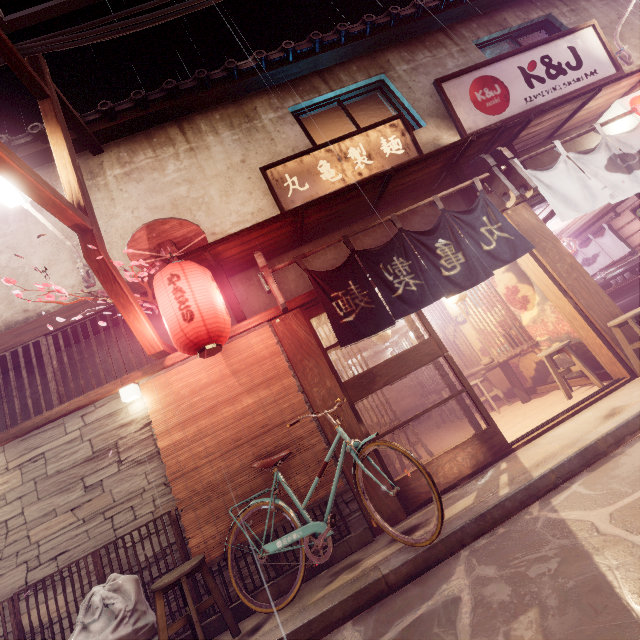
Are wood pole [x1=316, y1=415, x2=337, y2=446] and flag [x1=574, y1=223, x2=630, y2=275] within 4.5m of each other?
no

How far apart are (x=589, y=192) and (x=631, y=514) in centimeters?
841cm

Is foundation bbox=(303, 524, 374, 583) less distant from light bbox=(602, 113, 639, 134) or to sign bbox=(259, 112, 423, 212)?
sign bbox=(259, 112, 423, 212)

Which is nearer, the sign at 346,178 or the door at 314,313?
the door at 314,313

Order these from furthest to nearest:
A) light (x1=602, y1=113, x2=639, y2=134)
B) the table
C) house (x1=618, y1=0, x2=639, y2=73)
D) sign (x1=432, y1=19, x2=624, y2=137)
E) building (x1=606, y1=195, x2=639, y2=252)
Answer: building (x1=606, y1=195, x2=639, y2=252), the table, house (x1=618, y1=0, x2=639, y2=73), sign (x1=432, y1=19, x2=624, y2=137), light (x1=602, y1=113, x2=639, y2=134)

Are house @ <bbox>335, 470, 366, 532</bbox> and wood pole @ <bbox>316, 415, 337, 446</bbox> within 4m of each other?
yes

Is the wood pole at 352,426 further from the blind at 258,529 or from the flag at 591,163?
the flag at 591,163

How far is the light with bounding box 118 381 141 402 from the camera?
7.18m
